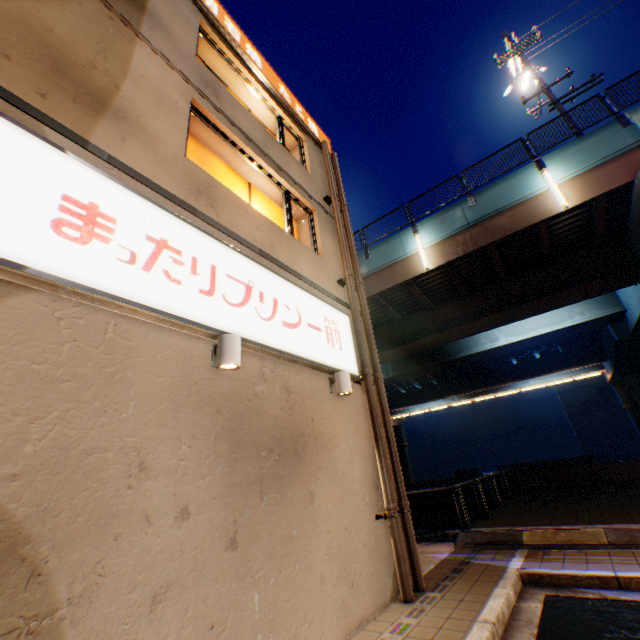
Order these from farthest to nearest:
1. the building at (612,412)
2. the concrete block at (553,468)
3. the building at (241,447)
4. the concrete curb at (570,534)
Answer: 1. the building at (612,412)
2. the concrete block at (553,468)
3. the concrete curb at (570,534)
4. the building at (241,447)

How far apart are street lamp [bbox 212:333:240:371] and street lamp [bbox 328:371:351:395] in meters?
2.4

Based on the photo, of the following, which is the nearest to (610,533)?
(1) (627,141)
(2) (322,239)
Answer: (2) (322,239)

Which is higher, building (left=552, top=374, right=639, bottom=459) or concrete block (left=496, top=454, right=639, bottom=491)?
building (left=552, top=374, right=639, bottom=459)

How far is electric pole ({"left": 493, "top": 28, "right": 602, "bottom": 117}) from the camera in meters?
12.7

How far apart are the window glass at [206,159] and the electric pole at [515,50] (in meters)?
13.13

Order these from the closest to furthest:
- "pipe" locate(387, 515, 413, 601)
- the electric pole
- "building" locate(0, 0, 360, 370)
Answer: "building" locate(0, 0, 360, 370), "pipe" locate(387, 515, 413, 601), the electric pole

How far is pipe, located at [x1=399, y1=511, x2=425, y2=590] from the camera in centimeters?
562cm
